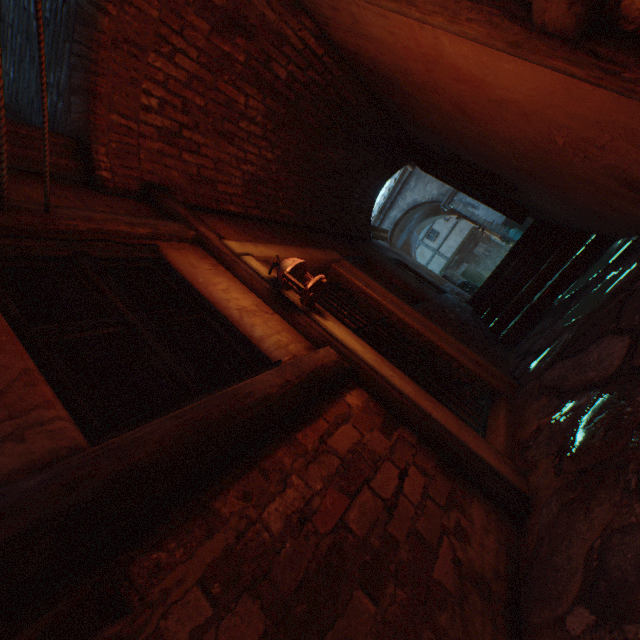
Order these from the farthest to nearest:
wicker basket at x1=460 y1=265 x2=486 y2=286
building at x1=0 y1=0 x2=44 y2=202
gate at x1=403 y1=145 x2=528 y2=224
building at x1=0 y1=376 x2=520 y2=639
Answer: wicker basket at x1=460 y1=265 x2=486 y2=286, gate at x1=403 y1=145 x2=528 y2=224, building at x1=0 y1=0 x2=44 y2=202, building at x1=0 y1=376 x2=520 y2=639

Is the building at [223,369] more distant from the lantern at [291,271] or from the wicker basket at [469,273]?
the wicker basket at [469,273]

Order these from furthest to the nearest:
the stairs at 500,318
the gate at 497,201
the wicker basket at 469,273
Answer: the wicker basket at 469,273 < the gate at 497,201 < the stairs at 500,318

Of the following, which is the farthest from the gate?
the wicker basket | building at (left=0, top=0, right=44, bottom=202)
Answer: the wicker basket

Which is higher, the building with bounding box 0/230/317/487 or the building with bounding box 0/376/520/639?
the building with bounding box 0/230/317/487

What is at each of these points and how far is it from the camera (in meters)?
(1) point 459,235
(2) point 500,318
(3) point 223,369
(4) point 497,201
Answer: (1) building, 27.00
(2) stairs, 5.60
(3) building, 1.75
(4) gate, 5.39

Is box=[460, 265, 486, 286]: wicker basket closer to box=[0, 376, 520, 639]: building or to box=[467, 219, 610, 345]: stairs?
box=[0, 376, 520, 639]: building

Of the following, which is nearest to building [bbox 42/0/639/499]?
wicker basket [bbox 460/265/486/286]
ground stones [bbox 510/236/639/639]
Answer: Result: ground stones [bbox 510/236/639/639]
